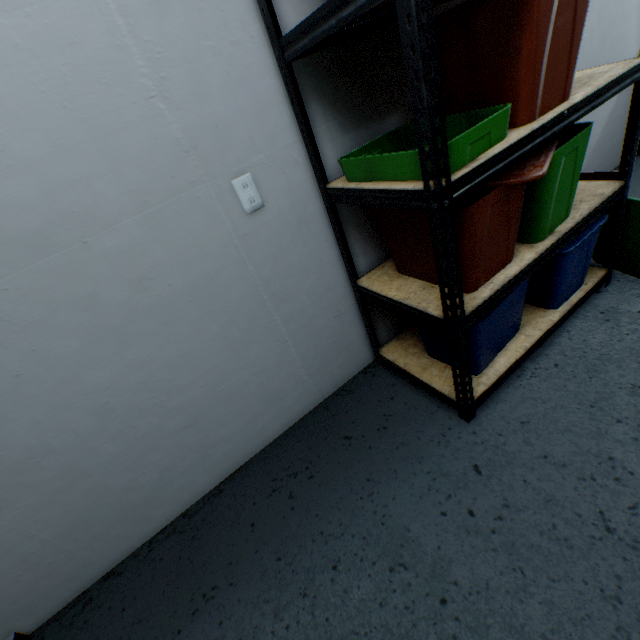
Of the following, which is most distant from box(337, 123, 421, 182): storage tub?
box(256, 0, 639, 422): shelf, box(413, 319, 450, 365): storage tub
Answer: box(413, 319, 450, 365): storage tub

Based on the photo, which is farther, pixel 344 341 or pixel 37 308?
pixel 344 341

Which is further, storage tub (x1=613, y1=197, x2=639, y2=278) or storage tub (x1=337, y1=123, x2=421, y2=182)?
storage tub (x1=613, y1=197, x2=639, y2=278)

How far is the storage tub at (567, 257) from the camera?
1.3 meters

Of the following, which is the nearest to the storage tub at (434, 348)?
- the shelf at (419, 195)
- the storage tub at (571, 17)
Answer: the shelf at (419, 195)

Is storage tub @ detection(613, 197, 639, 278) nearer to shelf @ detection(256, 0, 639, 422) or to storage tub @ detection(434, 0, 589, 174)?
shelf @ detection(256, 0, 639, 422)

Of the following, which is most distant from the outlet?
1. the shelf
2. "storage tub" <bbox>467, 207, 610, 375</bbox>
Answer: "storage tub" <bbox>467, 207, 610, 375</bbox>
